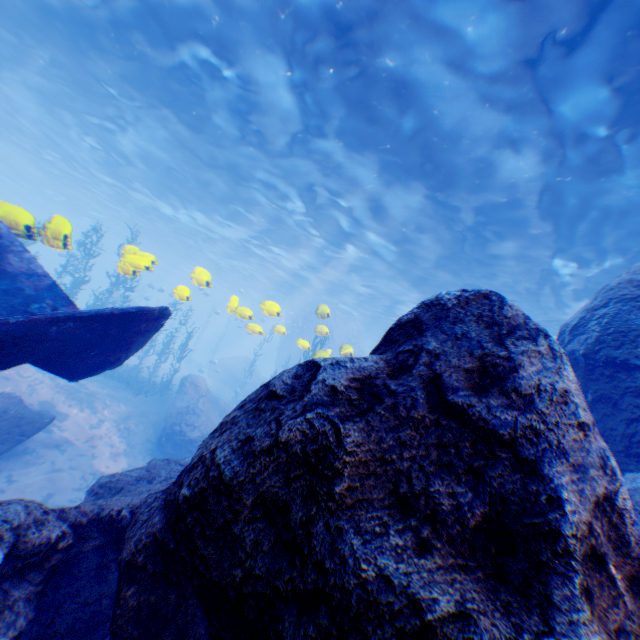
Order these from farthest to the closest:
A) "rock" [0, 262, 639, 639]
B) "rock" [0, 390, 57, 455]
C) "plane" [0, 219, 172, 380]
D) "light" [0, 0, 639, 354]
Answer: "rock" [0, 390, 57, 455]
"light" [0, 0, 639, 354]
"plane" [0, 219, 172, 380]
"rock" [0, 262, 639, 639]

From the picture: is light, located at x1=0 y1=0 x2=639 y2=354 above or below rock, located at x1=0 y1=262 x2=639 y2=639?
above

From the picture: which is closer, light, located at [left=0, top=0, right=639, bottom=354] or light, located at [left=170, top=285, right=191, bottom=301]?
light, located at [left=0, top=0, right=639, bottom=354]

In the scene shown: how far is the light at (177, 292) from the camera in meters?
8.6 m

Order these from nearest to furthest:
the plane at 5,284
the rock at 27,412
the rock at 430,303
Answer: the rock at 430,303, the plane at 5,284, the rock at 27,412

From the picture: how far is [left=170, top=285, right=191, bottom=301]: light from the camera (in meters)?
8.62

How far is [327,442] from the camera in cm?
146
